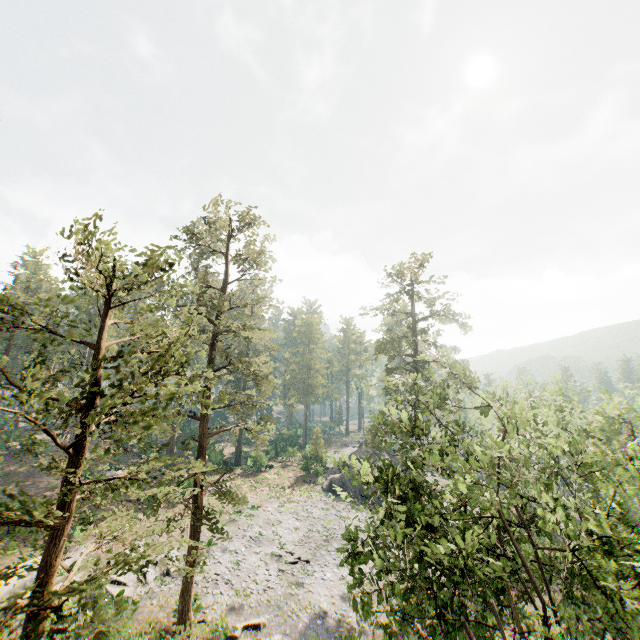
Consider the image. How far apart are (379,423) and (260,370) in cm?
1322

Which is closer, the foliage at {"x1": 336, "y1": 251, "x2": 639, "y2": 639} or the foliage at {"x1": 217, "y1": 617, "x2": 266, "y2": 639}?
the foliage at {"x1": 336, "y1": 251, "x2": 639, "y2": 639}

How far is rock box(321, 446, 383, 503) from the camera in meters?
41.2 m

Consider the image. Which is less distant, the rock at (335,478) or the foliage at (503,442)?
the foliage at (503,442)

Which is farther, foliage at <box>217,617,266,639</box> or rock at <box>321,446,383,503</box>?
rock at <box>321,446,383,503</box>

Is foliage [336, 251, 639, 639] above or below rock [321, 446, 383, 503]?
above

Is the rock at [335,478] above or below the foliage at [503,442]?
below

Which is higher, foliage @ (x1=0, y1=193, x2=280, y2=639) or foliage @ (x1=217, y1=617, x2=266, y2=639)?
foliage @ (x1=0, y1=193, x2=280, y2=639)
